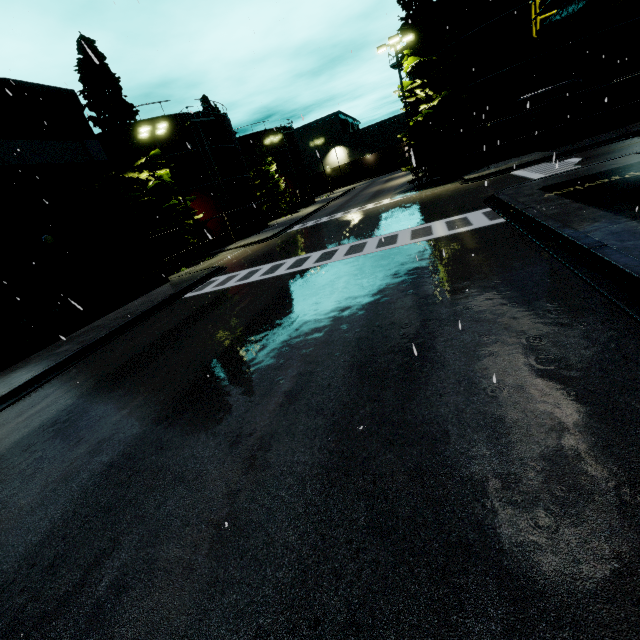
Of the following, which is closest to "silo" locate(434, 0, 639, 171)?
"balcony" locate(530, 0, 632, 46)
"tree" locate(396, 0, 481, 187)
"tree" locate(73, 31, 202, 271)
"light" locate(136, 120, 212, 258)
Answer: "tree" locate(396, 0, 481, 187)

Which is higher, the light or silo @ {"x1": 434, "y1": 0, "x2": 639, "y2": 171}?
the light

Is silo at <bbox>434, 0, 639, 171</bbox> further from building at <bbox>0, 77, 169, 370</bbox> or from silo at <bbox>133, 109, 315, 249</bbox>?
silo at <bbox>133, 109, 315, 249</bbox>

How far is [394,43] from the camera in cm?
2225

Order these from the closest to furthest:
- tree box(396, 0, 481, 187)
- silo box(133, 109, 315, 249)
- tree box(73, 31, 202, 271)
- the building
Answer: the building < tree box(396, 0, 481, 187) < tree box(73, 31, 202, 271) < silo box(133, 109, 315, 249)

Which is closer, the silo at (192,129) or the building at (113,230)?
the building at (113,230)

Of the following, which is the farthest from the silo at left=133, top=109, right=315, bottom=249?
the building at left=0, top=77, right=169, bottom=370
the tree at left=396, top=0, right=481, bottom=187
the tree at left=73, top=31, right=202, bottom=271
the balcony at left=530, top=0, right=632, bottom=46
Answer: the tree at left=396, top=0, right=481, bottom=187

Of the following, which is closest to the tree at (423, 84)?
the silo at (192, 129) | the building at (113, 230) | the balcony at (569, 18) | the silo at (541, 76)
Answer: the silo at (541, 76)
